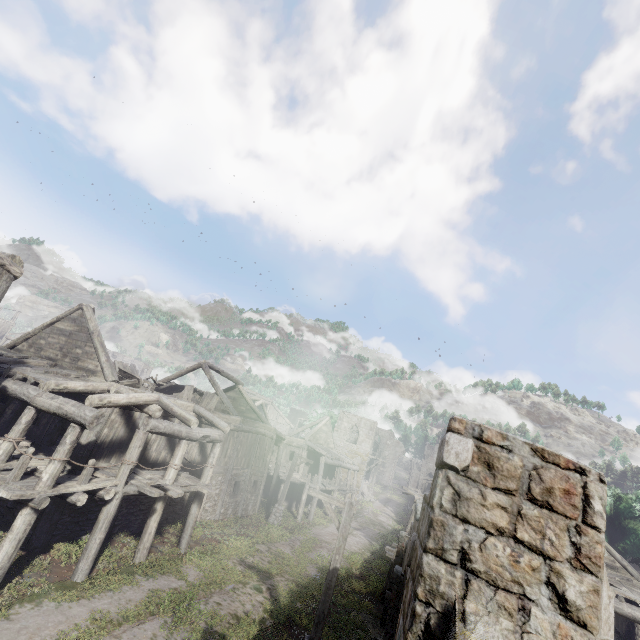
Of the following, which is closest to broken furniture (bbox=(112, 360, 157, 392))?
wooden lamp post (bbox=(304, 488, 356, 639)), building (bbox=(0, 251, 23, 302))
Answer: building (bbox=(0, 251, 23, 302))

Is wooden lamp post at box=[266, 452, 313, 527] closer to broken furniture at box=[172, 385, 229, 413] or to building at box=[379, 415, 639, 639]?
building at box=[379, 415, 639, 639]

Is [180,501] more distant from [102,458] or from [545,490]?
[545,490]

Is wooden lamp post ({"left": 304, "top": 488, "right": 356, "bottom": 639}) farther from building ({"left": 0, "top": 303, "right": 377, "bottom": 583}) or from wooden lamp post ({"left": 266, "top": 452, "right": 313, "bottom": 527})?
wooden lamp post ({"left": 266, "top": 452, "right": 313, "bottom": 527})

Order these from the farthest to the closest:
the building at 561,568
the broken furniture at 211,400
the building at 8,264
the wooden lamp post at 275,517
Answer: the wooden lamp post at 275,517 → the broken furniture at 211,400 → the building at 8,264 → the building at 561,568

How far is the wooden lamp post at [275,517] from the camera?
21.8 meters

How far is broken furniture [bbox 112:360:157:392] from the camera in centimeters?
1520cm
